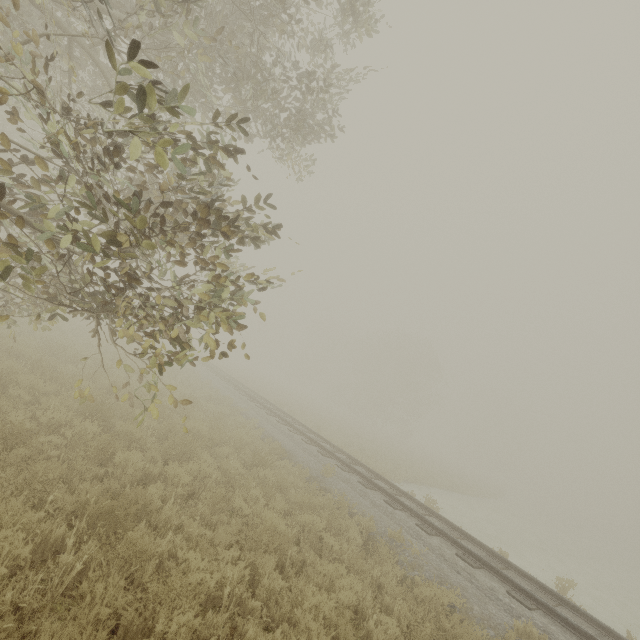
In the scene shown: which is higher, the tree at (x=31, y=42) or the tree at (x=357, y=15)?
the tree at (x=357, y=15)

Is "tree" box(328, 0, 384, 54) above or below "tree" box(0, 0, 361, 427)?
above

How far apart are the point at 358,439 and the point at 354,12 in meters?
24.7

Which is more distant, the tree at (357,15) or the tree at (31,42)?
the tree at (357,15)

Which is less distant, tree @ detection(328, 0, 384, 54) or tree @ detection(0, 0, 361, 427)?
tree @ detection(0, 0, 361, 427)
